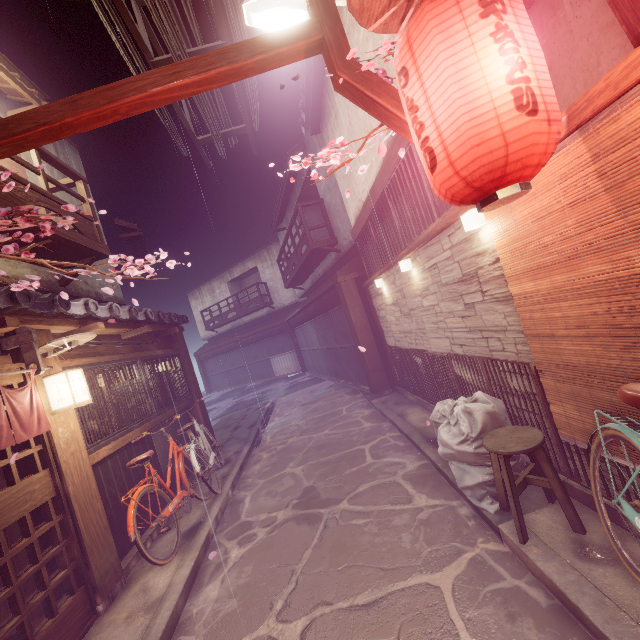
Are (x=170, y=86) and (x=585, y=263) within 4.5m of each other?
no

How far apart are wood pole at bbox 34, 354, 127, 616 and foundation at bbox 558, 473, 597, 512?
8.8m

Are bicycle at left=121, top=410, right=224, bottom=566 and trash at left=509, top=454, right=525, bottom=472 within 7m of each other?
yes

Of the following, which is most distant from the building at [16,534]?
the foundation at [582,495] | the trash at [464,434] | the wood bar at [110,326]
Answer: the foundation at [582,495]

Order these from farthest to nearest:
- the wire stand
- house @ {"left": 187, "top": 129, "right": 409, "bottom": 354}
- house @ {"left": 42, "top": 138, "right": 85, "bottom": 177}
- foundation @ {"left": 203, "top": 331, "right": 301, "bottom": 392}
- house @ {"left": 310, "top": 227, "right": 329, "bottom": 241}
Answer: foundation @ {"left": 203, "top": 331, "right": 301, "bottom": 392} < house @ {"left": 310, "top": 227, "right": 329, "bottom": 241} < house @ {"left": 42, "top": 138, "right": 85, "bottom": 177} < house @ {"left": 187, "top": 129, "right": 409, "bottom": 354} < the wire stand

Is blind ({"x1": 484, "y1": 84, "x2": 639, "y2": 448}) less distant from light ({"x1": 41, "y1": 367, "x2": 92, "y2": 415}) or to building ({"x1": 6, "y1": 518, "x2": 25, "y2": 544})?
light ({"x1": 41, "y1": 367, "x2": 92, "y2": 415})

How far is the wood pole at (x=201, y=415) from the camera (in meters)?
14.11

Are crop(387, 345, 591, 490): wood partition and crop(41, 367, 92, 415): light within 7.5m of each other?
no
